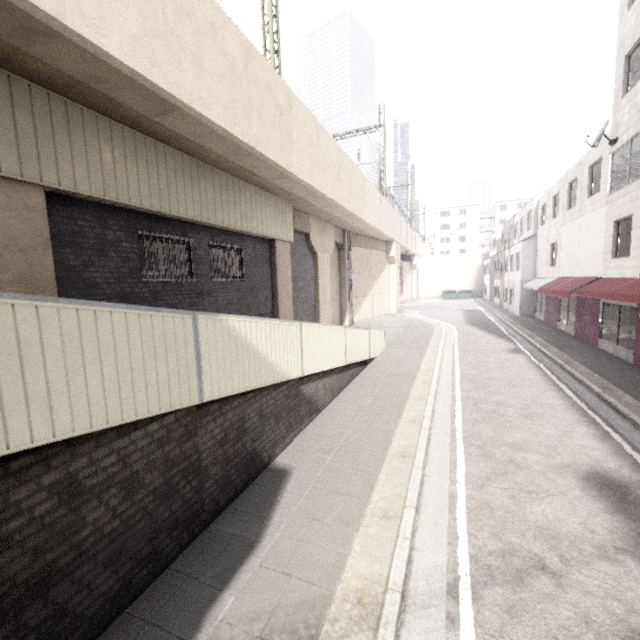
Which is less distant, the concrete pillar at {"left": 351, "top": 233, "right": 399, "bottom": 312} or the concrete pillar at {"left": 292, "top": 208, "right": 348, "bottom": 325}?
the concrete pillar at {"left": 292, "top": 208, "right": 348, "bottom": 325}

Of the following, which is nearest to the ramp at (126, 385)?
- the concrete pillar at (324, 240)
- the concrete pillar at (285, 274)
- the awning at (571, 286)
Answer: the concrete pillar at (285, 274)

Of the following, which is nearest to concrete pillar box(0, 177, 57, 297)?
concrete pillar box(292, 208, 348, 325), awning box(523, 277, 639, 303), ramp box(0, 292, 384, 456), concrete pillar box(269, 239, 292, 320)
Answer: ramp box(0, 292, 384, 456)

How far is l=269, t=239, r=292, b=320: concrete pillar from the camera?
14.2m

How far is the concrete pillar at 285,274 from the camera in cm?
1416

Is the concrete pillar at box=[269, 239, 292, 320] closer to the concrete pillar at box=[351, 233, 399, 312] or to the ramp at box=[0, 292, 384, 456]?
the concrete pillar at box=[351, 233, 399, 312]

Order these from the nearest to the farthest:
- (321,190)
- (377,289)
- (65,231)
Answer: (65,231) → (321,190) → (377,289)

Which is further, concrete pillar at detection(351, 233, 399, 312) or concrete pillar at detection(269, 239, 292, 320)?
concrete pillar at detection(351, 233, 399, 312)
